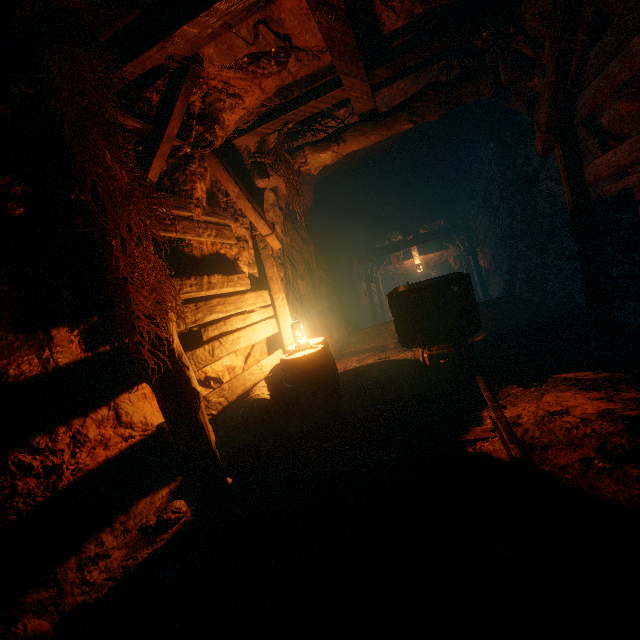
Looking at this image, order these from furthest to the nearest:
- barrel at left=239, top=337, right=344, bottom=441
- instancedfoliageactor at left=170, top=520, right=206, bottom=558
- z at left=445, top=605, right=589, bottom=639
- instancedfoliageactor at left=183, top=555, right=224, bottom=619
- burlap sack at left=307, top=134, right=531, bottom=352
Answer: burlap sack at left=307, top=134, right=531, bottom=352 < barrel at left=239, top=337, right=344, bottom=441 < instancedfoliageactor at left=170, top=520, right=206, bottom=558 < instancedfoliageactor at left=183, top=555, right=224, bottom=619 < z at left=445, top=605, right=589, bottom=639

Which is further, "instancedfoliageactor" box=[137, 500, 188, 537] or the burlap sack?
the burlap sack

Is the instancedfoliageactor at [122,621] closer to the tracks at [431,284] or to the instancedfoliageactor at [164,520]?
the instancedfoliageactor at [164,520]

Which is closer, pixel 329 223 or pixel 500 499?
pixel 500 499

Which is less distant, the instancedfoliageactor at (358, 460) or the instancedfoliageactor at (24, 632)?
the instancedfoliageactor at (24, 632)

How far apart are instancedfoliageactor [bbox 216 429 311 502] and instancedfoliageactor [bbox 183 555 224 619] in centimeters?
18cm

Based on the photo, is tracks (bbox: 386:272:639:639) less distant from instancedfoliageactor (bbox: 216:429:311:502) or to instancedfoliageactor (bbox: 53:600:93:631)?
instancedfoliageactor (bbox: 216:429:311:502)

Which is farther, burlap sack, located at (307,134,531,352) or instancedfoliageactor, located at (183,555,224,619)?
burlap sack, located at (307,134,531,352)
